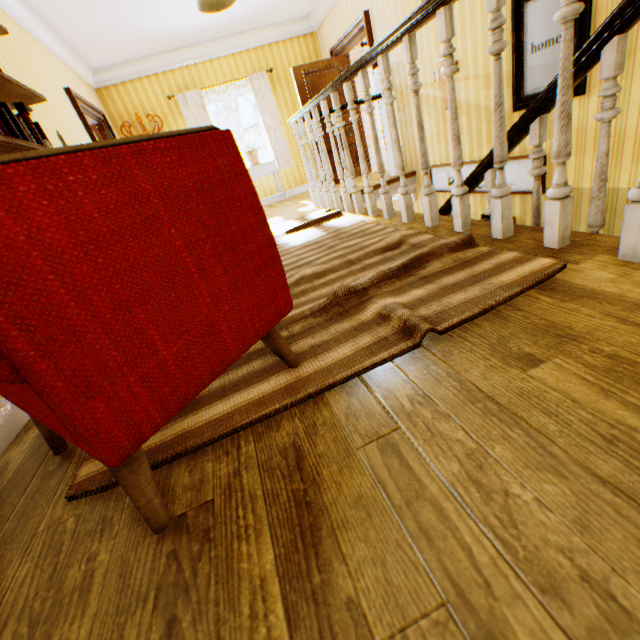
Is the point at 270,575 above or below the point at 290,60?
below

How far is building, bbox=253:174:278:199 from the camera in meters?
7.6 m

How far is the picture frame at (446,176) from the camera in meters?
4.8

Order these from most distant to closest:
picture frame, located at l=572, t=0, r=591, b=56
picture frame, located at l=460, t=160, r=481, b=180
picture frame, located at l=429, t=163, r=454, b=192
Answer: picture frame, located at l=429, t=163, r=454, b=192 < picture frame, located at l=460, t=160, r=481, b=180 < picture frame, located at l=572, t=0, r=591, b=56

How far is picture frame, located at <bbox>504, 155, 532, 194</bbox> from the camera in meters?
3.6 m

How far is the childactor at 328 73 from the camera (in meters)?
6.17

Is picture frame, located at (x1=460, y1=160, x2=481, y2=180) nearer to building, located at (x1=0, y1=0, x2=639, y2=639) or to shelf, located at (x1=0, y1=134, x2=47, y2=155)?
building, located at (x1=0, y1=0, x2=639, y2=639)

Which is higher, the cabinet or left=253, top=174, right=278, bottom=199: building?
the cabinet
